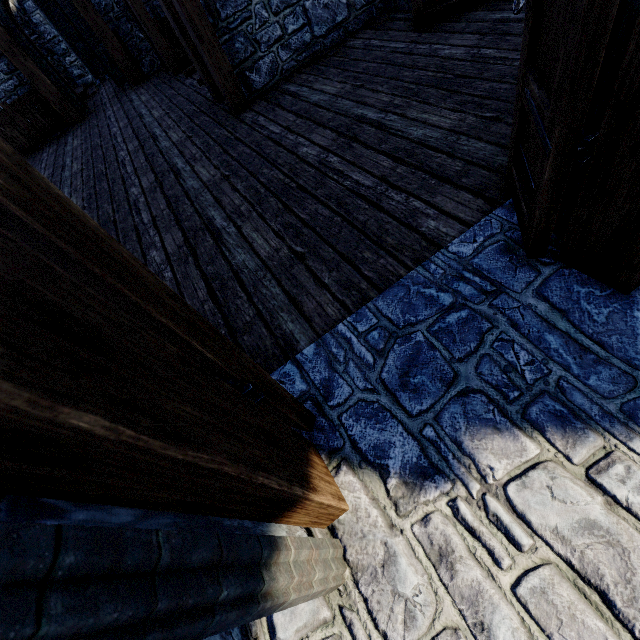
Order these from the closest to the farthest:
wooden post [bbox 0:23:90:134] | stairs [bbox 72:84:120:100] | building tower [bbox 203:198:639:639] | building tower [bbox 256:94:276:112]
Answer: building tower [bbox 203:198:639:639], building tower [bbox 256:94:276:112], wooden post [bbox 0:23:90:134], stairs [bbox 72:84:120:100]

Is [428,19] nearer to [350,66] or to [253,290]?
[350,66]

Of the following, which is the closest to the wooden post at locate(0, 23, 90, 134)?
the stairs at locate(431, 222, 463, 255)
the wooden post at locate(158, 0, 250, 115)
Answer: the wooden post at locate(158, 0, 250, 115)

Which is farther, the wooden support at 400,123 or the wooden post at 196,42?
Answer: the wooden post at 196,42

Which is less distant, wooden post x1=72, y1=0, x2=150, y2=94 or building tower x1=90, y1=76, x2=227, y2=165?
building tower x1=90, y1=76, x2=227, y2=165

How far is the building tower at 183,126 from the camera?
4.81m

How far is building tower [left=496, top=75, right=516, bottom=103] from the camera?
2.8m

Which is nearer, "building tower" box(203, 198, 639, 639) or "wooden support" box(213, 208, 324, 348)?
"building tower" box(203, 198, 639, 639)
